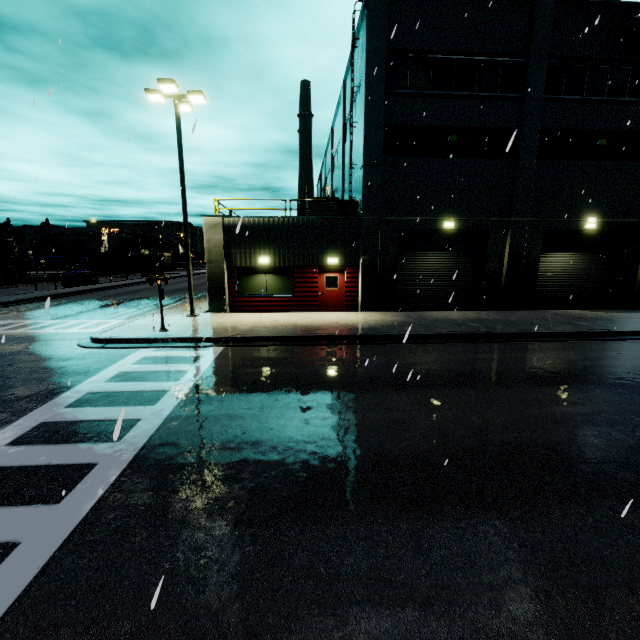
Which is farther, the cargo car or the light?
the cargo car

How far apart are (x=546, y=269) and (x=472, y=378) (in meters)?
13.83

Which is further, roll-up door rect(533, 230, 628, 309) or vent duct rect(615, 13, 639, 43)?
roll-up door rect(533, 230, 628, 309)

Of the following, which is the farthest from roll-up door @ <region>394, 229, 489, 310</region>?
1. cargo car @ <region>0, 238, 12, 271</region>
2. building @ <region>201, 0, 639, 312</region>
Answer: cargo car @ <region>0, 238, 12, 271</region>

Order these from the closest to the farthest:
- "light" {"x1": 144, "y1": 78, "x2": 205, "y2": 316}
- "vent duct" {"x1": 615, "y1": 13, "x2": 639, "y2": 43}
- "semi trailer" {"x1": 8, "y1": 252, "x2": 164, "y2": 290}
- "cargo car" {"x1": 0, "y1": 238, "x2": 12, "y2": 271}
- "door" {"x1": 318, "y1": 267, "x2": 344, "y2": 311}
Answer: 1. "light" {"x1": 144, "y1": 78, "x2": 205, "y2": 316}
2. "vent duct" {"x1": 615, "y1": 13, "x2": 639, "y2": 43}
3. "door" {"x1": 318, "y1": 267, "x2": 344, "y2": 311}
4. "semi trailer" {"x1": 8, "y1": 252, "x2": 164, "y2": 290}
5. "cargo car" {"x1": 0, "y1": 238, "x2": 12, "y2": 271}

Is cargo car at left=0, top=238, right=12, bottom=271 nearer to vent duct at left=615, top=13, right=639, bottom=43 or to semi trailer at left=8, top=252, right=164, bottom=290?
semi trailer at left=8, top=252, right=164, bottom=290

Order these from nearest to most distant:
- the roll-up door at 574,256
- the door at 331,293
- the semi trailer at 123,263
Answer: the door at 331,293 < the roll-up door at 574,256 < the semi trailer at 123,263

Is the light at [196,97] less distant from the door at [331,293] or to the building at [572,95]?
the building at [572,95]
